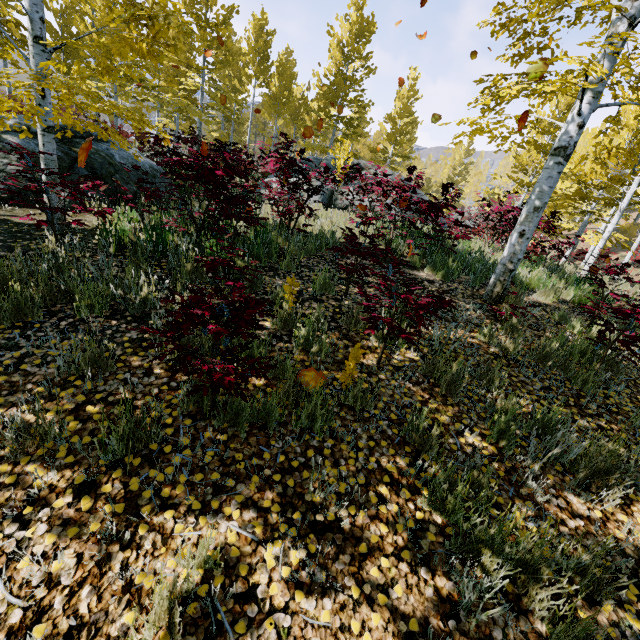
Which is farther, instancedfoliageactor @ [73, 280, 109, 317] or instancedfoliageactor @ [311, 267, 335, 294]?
instancedfoliageactor @ [311, 267, 335, 294]

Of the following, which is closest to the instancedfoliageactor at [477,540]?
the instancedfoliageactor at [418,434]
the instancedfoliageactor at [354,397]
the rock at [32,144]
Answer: the instancedfoliageactor at [418,434]

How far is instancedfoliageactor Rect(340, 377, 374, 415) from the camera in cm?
278

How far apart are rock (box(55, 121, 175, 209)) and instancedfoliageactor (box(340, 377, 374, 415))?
6.1 meters

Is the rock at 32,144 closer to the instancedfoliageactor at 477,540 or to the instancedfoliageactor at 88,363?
the instancedfoliageactor at 88,363

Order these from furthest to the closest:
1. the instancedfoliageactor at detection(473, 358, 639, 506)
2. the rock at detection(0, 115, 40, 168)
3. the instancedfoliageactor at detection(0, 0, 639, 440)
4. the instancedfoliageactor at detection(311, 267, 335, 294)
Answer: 1. the rock at detection(0, 115, 40, 168)
2. the instancedfoliageactor at detection(311, 267, 335, 294)
3. the instancedfoliageactor at detection(0, 0, 639, 440)
4. the instancedfoliageactor at detection(473, 358, 639, 506)

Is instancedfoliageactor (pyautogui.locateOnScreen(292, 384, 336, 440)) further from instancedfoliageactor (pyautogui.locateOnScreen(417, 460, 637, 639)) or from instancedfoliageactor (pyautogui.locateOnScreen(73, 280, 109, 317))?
instancedfoliageactor (pyautogui.locateOnScreen(417, 460, 637, 639))

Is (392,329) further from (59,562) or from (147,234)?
A: (147,234)
